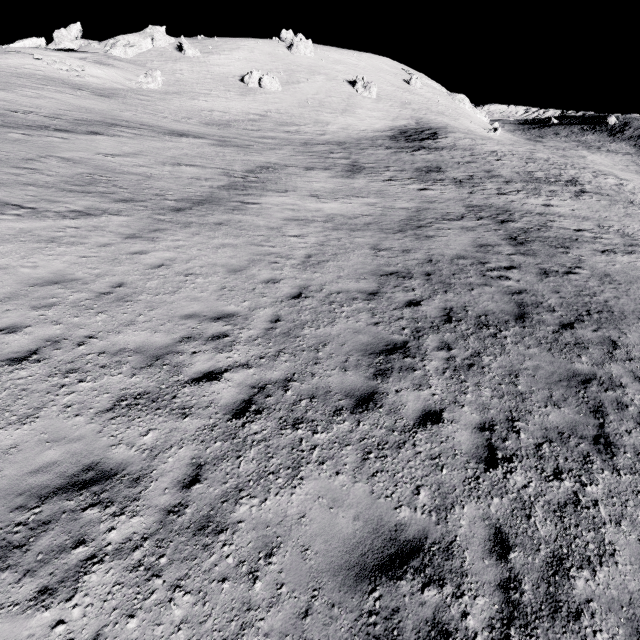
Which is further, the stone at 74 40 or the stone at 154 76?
the stone at 74 40

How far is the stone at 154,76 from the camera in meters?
50.4

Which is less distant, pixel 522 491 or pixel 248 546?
pixel 248 546

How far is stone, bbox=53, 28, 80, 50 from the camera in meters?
56.0

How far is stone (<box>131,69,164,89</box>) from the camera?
50.4 meters

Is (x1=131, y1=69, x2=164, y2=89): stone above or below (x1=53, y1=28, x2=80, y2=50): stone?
below

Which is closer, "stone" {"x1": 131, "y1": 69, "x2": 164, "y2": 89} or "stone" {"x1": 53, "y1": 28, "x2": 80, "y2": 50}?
"stone" {"x1": 131, "y1": 69, "x2": 164, "y2": 89}
